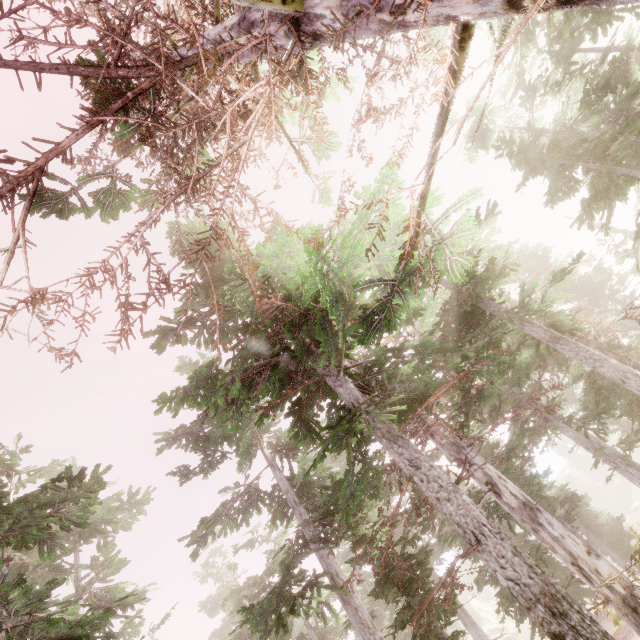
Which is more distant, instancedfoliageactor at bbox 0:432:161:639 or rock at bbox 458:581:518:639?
rock at bbox 458:581:518:639

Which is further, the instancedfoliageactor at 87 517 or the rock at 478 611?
the rock at 478 611

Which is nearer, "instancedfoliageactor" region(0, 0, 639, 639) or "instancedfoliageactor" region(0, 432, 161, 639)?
"instancedfoliageactor" region(0, 0, 639, 639)

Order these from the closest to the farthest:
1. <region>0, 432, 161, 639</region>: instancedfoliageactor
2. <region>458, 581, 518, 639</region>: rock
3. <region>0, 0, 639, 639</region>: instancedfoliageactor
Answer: <region>0, 0, 639, 639</region>: instancedfoliageactor → <region>0, 432, 161, 639</region>: instancedfoliageactor → <region>458, 581, 518, 639</region>: rock

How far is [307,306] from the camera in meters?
5.6

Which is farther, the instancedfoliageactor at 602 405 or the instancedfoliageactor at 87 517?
the instancedfoliageactor at 87 517

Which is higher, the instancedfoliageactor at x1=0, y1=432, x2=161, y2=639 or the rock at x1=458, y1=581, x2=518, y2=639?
the instancedfoliageactor at x1=0, y1=432, x2=161, y2=639
